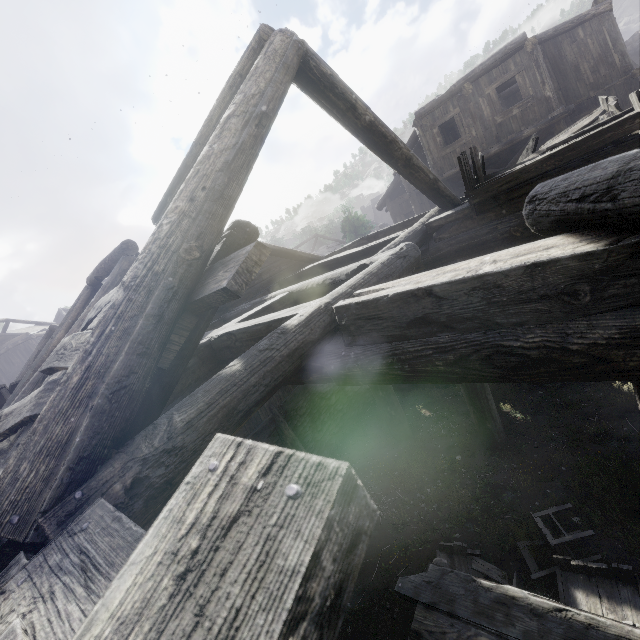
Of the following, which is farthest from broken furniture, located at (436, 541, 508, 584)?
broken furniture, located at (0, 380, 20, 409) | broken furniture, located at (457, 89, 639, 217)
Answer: broken furniture, located at (0, 380, 20, 409)

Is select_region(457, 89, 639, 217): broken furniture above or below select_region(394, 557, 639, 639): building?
above

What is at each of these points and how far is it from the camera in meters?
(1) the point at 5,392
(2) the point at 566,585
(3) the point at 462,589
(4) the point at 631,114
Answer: (1) broken furniture, 10.7 m
(2) broken furniture, 4.6 m
(3) building, 3.2 m
(4) broken furniture, 4.0 m

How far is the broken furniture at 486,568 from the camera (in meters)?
5.20

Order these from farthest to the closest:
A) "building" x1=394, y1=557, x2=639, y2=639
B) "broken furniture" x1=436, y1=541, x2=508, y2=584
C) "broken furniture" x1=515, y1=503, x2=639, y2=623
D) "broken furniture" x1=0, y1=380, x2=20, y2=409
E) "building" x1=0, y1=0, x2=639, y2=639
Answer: "broken furniture" x1=0, y1=380, x2=20, y2=409, "broken furniture" x1=436, y1=541, x2=508, y2=584, "broken furniture" x1=515, y1=503, x2=639, y2=623, "building" x1=394, y1=557, x2=639, y2=639, "building" x1=0, y1=0, x2=639, y2=639

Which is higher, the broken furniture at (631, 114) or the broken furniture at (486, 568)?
the broken furniture at (631, 114)

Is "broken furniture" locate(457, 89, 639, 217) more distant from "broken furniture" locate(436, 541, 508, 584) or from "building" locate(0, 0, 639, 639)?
"broken furniture" locate(436, 541, 508, 584)
